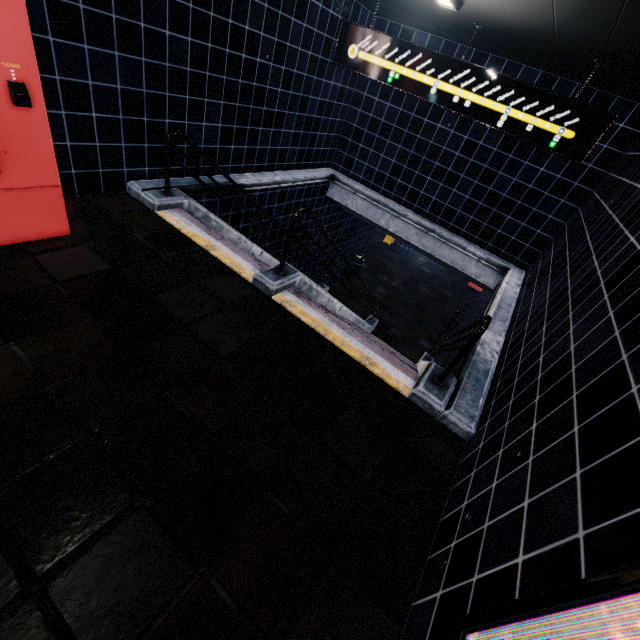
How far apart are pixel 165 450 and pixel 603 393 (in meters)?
2.38
